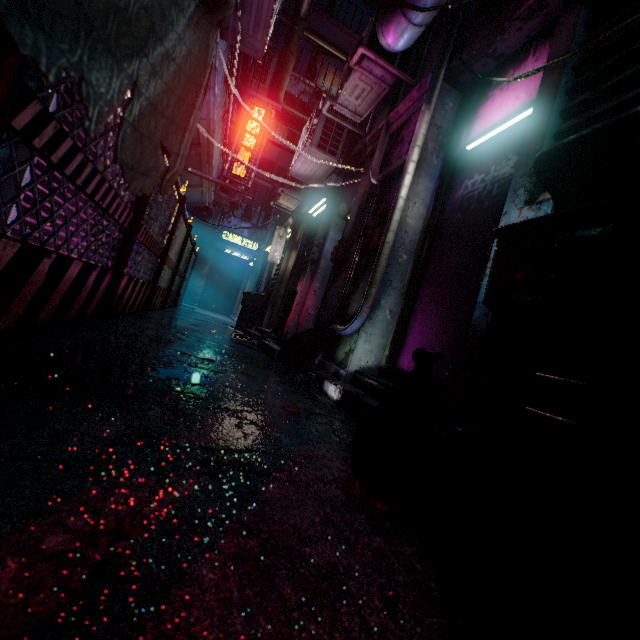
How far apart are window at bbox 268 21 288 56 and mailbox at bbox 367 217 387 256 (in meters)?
14.35

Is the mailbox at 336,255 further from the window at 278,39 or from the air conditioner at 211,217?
the window at 278,39

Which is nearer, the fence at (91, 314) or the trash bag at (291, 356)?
the fence at (91, 314)

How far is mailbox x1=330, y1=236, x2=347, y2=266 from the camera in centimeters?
376cm

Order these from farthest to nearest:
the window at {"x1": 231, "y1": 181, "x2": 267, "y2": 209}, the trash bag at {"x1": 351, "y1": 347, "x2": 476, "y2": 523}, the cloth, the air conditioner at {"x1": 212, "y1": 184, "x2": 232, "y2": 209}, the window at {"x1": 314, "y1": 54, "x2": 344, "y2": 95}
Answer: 1. the window at {"x1": 314, "y1": 54, "x2": 344, "y2": 95}
2. the window at {"x1": 231, "y1": 181, "x2": 267, "y2": 209}
3. the air conditioner at {"x1": 212, "y1": 184, "x2": 232, "y2": 209}
4. the trash bag at {"x1": 351, "y1": 347, "x2": 476, "y2": 523}
5. the cloth

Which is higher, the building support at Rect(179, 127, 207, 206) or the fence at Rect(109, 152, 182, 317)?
the building support at Rect(179, 127, 207, 206)

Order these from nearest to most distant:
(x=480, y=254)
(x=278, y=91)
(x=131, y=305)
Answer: (x=480, y=254), (x=131, y=305), (x=278, y=91)

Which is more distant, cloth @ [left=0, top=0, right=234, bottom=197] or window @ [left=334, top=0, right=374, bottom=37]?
window @ [left=334, top=0, right=374, bottom=37]
